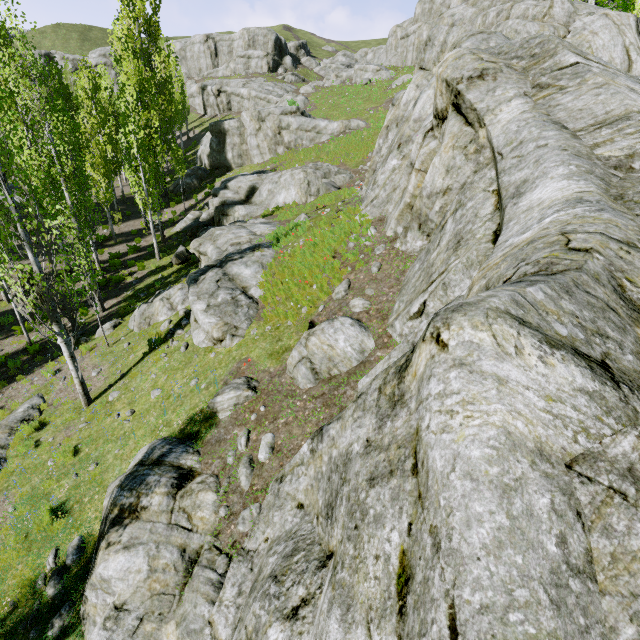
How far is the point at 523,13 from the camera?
10.2m

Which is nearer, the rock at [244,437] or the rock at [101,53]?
the rock at [244,437]

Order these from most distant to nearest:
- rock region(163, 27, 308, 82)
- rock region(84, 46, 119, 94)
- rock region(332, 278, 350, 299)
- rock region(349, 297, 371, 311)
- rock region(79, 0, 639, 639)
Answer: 1. rock region(84, 46, 119, 94)
2. rock region(163, 27, 308, 82)
3. rock region(332, 278, 350, 299)
4. rock region(349, 297, 371, 311)
5. rock region(79, 0, 639, 639)

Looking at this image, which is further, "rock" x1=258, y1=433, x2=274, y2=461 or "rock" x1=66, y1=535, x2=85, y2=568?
"rock" x1=66, y1=535, x2=85, y2=568

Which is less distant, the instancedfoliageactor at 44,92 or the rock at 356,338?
the rock at 356,338
